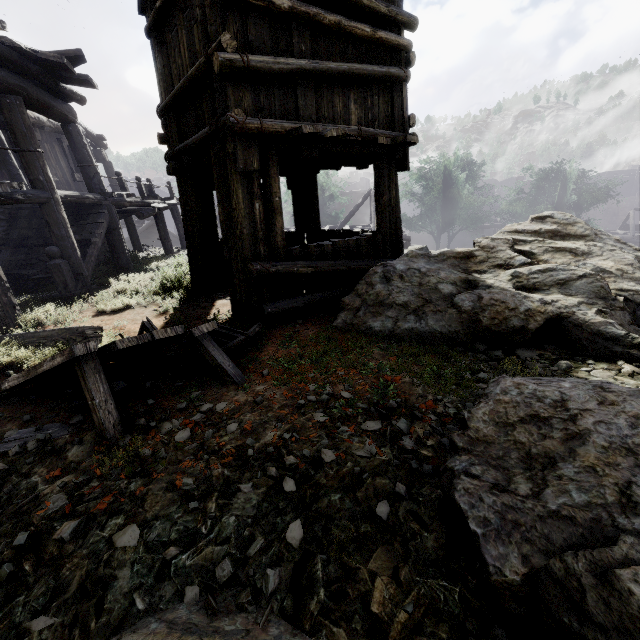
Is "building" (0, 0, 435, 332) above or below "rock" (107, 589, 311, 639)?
above

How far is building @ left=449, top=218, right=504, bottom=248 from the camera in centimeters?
4046cm

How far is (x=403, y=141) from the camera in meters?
5.7 m

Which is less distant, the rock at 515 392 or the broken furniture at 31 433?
the rock at 515 392

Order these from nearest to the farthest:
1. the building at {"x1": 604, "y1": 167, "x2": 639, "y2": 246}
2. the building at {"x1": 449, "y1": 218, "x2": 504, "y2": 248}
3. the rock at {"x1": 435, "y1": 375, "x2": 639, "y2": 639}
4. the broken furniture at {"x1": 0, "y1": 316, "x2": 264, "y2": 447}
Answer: the rock at {"x1": 435, "y1": 375, "x2": 639, "y2": 639}, the broken furniture at {"x1": 0, "y1": 316, "x2": 264, "y2": 447}, the building at {"x1": 604, "y1": 167, "x2": 639, "y2": 246}, the building at {"x1": 449, "y1": 218, "x2": 504, "y2": 248}

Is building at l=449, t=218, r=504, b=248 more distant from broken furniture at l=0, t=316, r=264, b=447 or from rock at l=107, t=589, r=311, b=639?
broken furniture at l=0, t=316, r=264, b=447

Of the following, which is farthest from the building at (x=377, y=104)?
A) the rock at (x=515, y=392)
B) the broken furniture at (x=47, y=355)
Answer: the broken furniture at (x=47, y=355)
